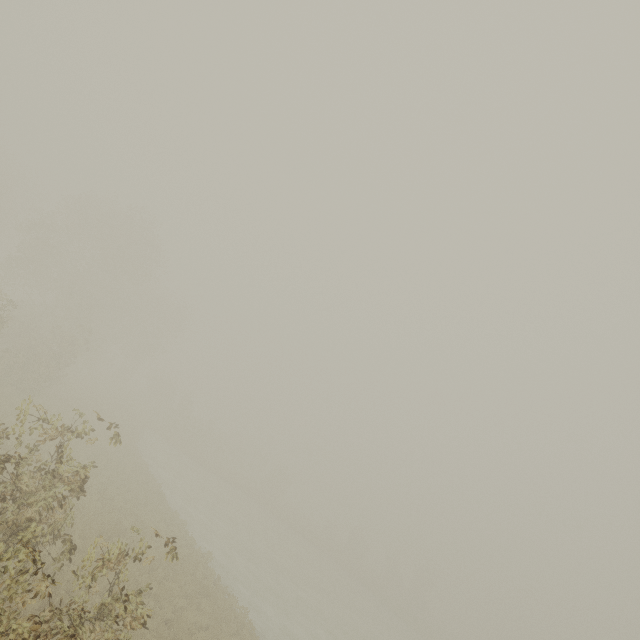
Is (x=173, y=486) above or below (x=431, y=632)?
below
